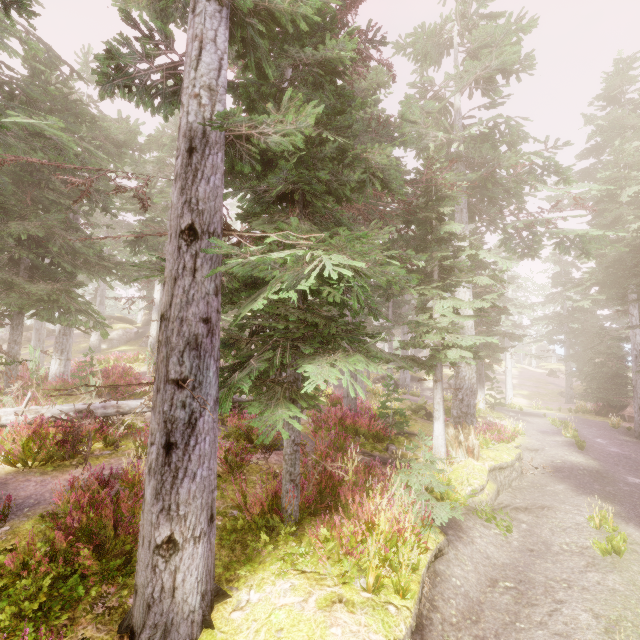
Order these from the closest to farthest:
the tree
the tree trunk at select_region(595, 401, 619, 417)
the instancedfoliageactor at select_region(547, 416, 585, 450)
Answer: the tree < the instancedfoliageactor at select_region(547, 416, 585, 450) < the tree trunk at select_region(595, 401, 619, 417)

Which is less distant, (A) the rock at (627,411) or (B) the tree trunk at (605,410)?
(A) the rock at (627,411)

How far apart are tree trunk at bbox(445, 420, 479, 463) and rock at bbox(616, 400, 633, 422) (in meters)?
18.27

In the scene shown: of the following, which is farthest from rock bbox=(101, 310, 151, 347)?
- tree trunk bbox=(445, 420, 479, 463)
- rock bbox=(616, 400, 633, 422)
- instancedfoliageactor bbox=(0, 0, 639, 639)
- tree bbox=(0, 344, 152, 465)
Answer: rock bbox=(616, 400, 633, 422)

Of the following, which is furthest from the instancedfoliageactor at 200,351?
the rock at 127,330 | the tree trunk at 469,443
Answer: the tree trunk at 469,443

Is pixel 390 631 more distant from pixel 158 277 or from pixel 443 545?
pixel 158 277

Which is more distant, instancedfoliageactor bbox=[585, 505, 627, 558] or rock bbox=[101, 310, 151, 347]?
rock bbox=[101, 310, 151, 347]
